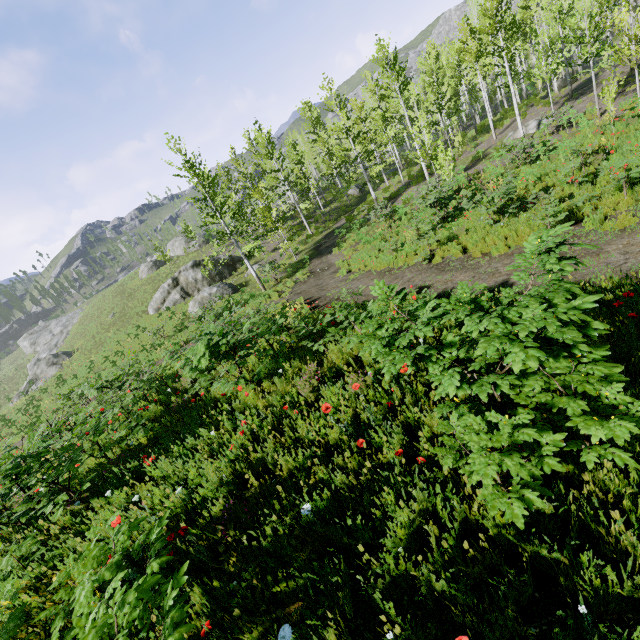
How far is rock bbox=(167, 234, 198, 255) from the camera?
47.9m

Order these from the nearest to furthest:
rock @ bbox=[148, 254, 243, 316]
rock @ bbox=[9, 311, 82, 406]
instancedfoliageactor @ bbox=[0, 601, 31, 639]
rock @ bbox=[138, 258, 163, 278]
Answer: instancedfoliageactor @ bbox=[0, 601, 31, 639] → rock @ bbox=[148, 254, 243, 316] → rock @ bbox=[9, 311, 82, 406] → rock @ bbox=[138, 258, 163, 278]

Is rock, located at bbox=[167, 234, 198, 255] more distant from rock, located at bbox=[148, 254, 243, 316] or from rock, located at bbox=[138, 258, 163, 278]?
rock, located at bbox=[148, 254, 243, 316]

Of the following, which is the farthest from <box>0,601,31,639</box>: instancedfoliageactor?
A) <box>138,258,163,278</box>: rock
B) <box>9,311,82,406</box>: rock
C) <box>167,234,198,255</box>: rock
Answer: <box>138,258,163,278</box>: rock

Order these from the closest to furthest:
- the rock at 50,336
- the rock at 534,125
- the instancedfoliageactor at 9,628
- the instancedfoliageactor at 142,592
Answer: the instancedfoliageactor at 142,592, the instancedfoliageactor at 9,628, the rock at 534,125, the rock at 50,336

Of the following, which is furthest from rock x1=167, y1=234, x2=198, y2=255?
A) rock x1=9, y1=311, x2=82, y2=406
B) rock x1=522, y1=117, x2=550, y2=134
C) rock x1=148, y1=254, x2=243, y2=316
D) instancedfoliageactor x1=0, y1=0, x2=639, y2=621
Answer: rock x1=9, y1=311, x2=82, y2=406

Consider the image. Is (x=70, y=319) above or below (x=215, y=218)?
below

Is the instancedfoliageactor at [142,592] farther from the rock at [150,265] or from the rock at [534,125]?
the rock at [150,265]
